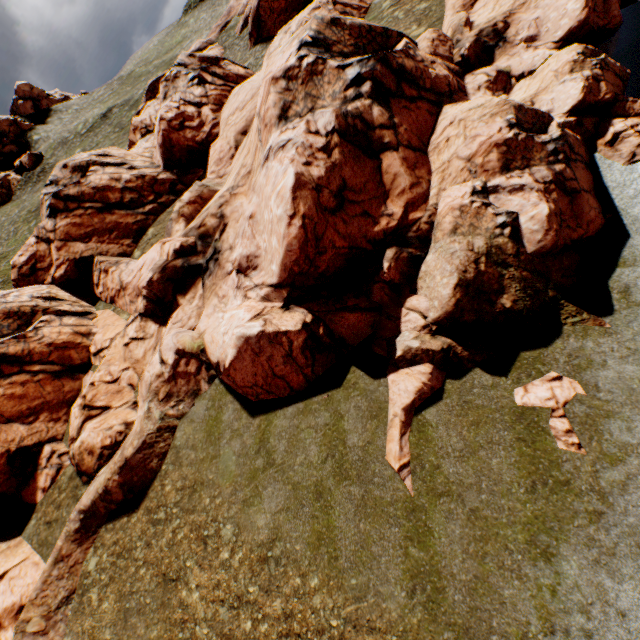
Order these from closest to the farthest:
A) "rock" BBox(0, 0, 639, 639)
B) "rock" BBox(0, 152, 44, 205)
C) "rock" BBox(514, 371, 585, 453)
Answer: "rock" BBox(514, 371, 585, 453)
"rock" BBox(0, 0, 639, 639)
"rock" BBox(0, 152, 44, 205)

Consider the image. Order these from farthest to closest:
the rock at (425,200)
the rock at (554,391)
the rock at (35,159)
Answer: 1. the rock at (35,159)
2. the rock at (425,200)
3. the rock at (554,391)

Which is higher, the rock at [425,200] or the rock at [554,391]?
the rock at [425,200]

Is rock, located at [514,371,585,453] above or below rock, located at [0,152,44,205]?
below

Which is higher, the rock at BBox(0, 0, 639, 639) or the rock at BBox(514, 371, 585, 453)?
the rock at BBox(0, 0, 639, 639)

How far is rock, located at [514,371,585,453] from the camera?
8.72m

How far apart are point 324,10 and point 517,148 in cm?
2608
